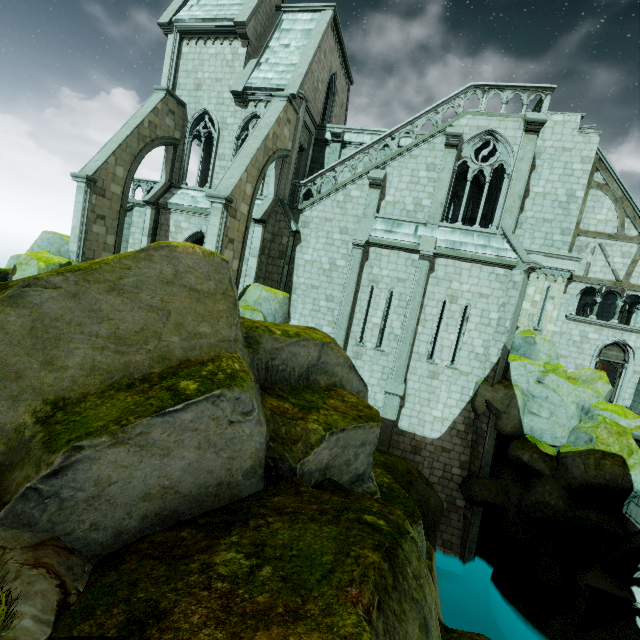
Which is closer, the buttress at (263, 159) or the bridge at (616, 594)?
the bridge at (616, 594)

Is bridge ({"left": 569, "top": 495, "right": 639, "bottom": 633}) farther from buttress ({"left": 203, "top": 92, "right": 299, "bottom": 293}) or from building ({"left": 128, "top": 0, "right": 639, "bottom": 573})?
buttress ({"left": 203, "top": 92, "right": 299, "bottom": 293})

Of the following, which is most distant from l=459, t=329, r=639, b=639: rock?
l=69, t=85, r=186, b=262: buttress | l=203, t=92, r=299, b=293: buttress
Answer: l=69, t=85, r=186, b=262: buttress

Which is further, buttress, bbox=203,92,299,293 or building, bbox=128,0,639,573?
building, bbox=128,0,639,573

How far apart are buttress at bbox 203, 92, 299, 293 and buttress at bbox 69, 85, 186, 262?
5.9m

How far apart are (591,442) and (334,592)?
12.9 meters

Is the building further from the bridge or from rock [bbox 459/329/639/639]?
the bridge

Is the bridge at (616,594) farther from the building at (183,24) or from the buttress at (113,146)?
the buttress at (113,146)
